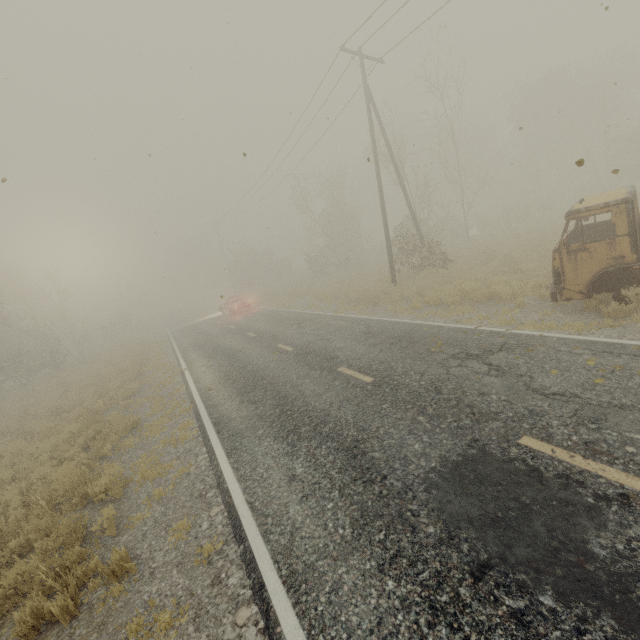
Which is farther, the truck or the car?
the car

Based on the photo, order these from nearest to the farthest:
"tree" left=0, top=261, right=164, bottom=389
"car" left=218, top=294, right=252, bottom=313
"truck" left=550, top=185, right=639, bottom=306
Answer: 1. "truck" left=550, top=185, right=639, bottom=306
2. "tree" left=0, top=261, right=164, bottom=389
3. "car" left=218, top=294, right=252, bottom=313

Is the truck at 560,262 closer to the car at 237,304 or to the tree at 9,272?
the car at 237,304

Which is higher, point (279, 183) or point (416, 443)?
point (279, 183)

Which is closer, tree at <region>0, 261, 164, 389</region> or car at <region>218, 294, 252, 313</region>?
tree at <region>0, 261, 164, 389</region>

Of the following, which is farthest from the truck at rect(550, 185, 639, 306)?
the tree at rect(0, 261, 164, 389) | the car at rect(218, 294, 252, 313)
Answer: the tree at rect(0, 261, 164, 389)

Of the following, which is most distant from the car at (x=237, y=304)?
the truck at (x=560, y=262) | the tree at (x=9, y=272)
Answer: the truck at (x=560, y=262)
